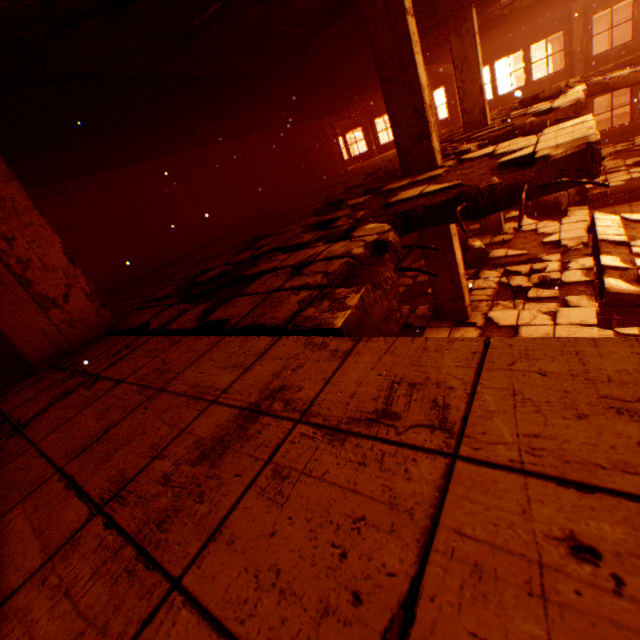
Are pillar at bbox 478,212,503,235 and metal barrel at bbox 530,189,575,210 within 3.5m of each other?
yes

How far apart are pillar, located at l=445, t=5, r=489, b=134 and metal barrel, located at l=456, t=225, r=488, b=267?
3.0 meters

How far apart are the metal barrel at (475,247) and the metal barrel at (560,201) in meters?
3.6

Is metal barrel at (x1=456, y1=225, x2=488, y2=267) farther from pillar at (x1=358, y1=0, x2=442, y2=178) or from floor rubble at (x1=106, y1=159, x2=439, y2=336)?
pillar at (x1=358, y1=0, x2=442, y2=178)

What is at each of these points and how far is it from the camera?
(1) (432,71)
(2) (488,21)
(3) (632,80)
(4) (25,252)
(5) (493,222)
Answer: (1) concrete beam, 13.6m
(2) floor rubble, 10.0m
(3) floor rubble, 8.7m
(4) pillar, 3.4m
(5) pillar, 9.8m

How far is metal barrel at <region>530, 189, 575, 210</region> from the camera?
10.1 meters

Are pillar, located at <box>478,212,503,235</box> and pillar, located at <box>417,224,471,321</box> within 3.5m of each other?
A: no

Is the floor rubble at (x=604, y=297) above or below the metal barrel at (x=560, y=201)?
below
